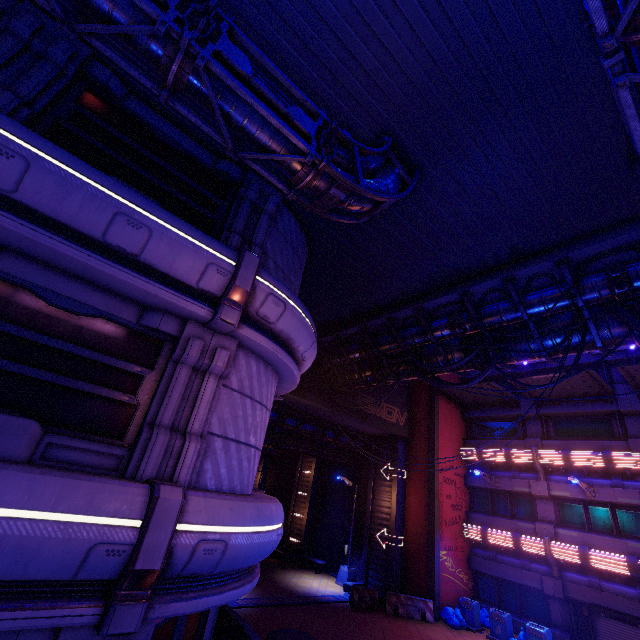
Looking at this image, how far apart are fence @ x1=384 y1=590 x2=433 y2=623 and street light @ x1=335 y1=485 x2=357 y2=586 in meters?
3.2

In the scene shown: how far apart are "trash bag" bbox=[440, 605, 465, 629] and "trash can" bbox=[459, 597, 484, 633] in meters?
0.0

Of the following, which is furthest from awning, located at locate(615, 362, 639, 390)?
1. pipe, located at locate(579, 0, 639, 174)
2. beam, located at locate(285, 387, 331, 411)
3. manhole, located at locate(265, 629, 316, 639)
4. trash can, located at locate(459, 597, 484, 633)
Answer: manhole, located at locate(265, 629, 316, 639)

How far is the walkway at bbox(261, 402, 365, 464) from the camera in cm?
2056

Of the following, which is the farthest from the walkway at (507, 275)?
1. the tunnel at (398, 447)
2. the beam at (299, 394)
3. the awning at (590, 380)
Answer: the awning at (590, 380)

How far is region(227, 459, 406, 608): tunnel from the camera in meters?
15.9

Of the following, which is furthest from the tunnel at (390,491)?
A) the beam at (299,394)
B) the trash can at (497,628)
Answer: the trash can at (497,628)

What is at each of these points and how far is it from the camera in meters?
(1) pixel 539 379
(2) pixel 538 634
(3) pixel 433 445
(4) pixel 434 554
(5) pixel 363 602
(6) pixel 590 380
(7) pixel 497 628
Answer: (1) awning, 18.3 m
(2) trash can, 14.9 m
(3) column, 21.1 m
(4) column, 18.3 m
(5) fence, 16.8 m
(6) awning, 17.4 m
(7) trash can, 16.0 m
